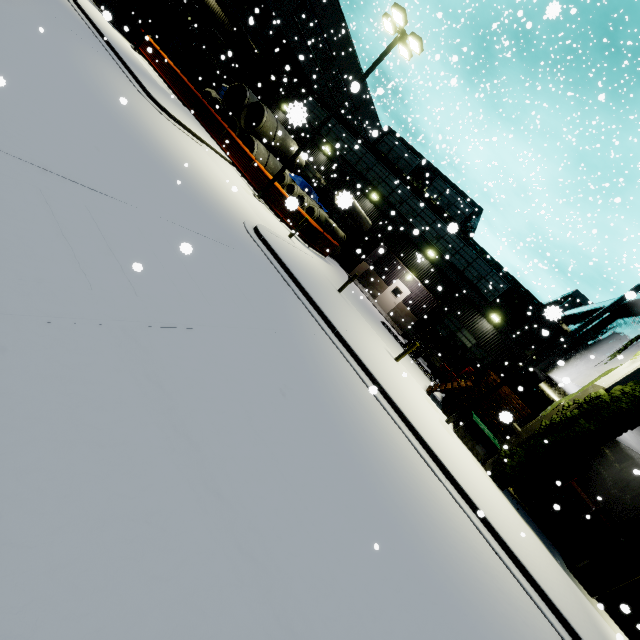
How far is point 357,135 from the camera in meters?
24.9

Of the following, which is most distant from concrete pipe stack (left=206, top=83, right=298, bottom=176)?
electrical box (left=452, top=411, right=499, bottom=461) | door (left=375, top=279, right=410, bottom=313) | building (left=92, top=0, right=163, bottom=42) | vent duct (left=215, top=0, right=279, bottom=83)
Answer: door (left=375, top=279, right=410, bottom=313)

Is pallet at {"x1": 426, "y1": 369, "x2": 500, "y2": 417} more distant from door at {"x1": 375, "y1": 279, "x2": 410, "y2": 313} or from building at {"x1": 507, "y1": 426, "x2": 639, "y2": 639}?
door at {"x1": 375, "y1": 279, "x2": 410, "y2": 313}

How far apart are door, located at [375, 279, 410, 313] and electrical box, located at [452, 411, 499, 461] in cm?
1242

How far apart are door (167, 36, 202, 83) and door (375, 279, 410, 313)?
23.7m

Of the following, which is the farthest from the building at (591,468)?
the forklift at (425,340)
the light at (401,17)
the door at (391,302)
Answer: the light at (401,17)

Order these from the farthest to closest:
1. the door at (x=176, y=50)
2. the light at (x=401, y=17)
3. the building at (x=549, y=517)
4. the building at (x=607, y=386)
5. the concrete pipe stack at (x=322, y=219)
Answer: the door at (x=176, y=50) < the concrete pipe stack at (x=322, y=219) < the building at (x=549, y=517) < the light at (x=401, y=17) < the building at (x=607, y=386)

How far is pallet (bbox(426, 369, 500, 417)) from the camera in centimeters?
1362cm
